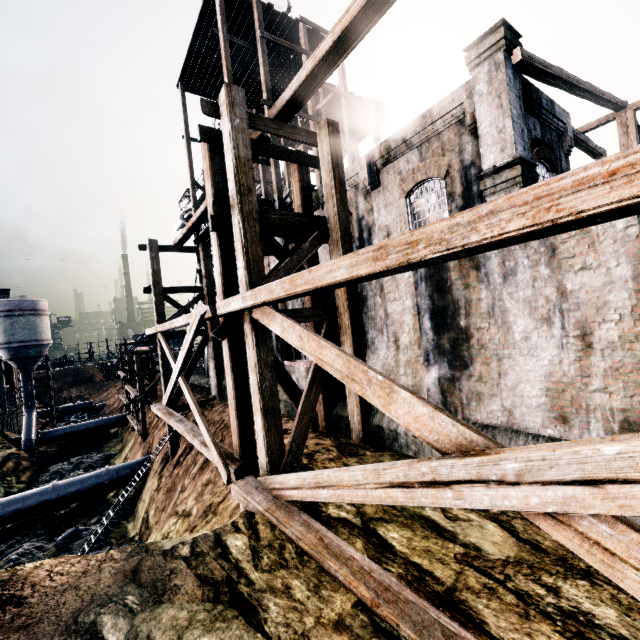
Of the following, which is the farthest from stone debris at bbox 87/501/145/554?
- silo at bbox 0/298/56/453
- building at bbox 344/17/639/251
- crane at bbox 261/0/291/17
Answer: crane at bbox 261/0/291/17

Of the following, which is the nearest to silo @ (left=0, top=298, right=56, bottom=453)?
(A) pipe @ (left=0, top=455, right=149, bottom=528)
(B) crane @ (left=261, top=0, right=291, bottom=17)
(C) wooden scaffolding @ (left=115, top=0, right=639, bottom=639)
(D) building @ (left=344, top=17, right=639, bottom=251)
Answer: (D) building @ (left=344, top=17, right=639, bottom=251)

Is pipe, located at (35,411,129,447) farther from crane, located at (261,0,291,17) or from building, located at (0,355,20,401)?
crane, located at (261,0,291,17)

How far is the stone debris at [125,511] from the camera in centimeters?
1678cm

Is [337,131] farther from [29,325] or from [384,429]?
[29,325]

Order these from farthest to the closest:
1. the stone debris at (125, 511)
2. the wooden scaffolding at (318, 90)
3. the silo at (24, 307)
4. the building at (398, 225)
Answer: the silo at (24, 307), the stone debris at (125, 511), the building at (398, 225), the wooden scaffolding at (318, 90)

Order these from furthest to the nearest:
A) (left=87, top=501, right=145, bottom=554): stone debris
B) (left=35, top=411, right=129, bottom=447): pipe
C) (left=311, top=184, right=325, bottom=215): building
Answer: (left=35, top=411, right=129, bottom=447): pipe < (left=311, top=184, right=325, bottom=215): building < (left=87, top=501, right=145, bottom=554): stone debris
